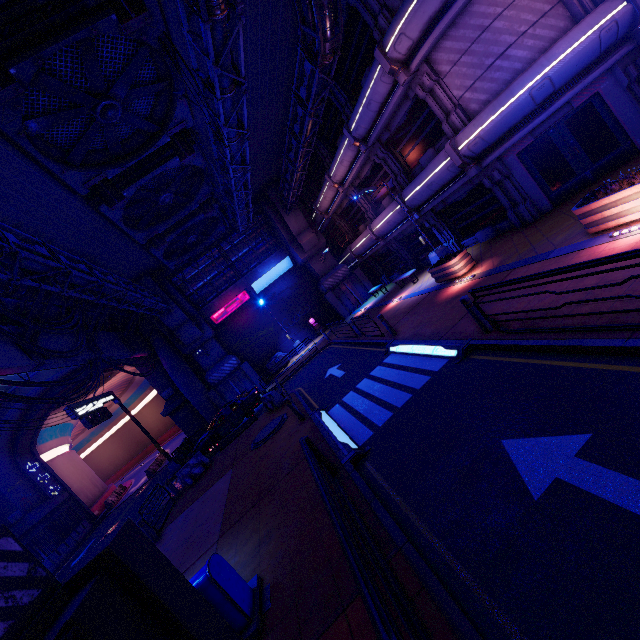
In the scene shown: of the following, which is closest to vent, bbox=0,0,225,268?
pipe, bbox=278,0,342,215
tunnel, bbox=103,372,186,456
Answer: pipe, bbox=278,0,342,215

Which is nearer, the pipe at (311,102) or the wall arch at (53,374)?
the pipe at (311,102)

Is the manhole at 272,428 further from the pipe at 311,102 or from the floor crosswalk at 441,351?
the pipe at 311,102

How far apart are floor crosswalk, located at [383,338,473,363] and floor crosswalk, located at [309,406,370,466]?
3.0m

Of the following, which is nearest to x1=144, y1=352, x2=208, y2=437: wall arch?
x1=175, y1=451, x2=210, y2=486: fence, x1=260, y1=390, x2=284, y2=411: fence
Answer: x1=175, y1=451, x2=210, y2=486: fence

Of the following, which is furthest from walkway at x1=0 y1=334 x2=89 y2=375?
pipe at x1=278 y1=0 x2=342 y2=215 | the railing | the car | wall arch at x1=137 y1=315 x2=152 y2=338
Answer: the car

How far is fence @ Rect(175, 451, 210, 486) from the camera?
16.0 meters

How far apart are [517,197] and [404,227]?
7.3m
